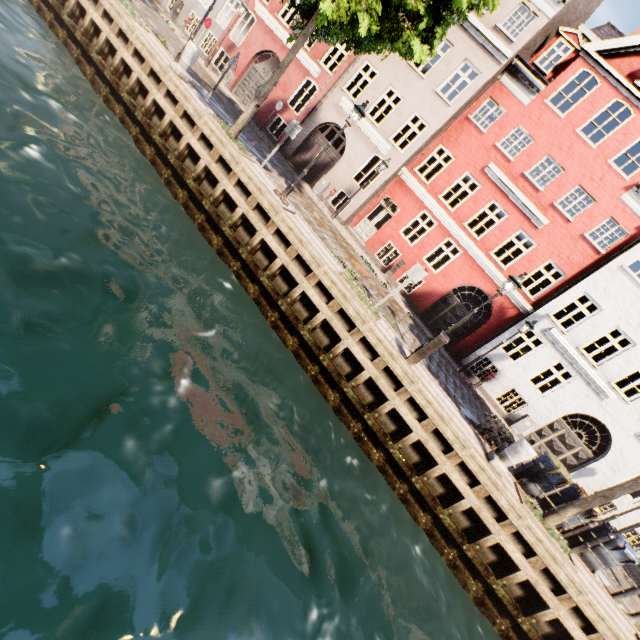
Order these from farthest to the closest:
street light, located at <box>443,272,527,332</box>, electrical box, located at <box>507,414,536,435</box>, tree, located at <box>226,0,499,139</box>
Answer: electrical box, located at <box>507,414,536,435</box> → street light, located at <box>443,272,527,332</box> → tree, located at <box>226,0,499,139</box>

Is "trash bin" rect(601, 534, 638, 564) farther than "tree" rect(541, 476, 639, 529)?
Yes

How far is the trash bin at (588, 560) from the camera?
9.4m

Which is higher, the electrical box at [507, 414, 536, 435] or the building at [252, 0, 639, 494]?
the building at [252, 0, 639, 494]

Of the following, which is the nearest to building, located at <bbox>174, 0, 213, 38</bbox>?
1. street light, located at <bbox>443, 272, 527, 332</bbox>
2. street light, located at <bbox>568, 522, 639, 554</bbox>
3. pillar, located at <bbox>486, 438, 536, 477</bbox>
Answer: street light, located at <bbox>568, 522, 639, 554</bbox>

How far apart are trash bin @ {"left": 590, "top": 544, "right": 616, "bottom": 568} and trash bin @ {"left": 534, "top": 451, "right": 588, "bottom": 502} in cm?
165

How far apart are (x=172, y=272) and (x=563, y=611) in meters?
12.2 m

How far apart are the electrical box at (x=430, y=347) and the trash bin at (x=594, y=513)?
6.46m
